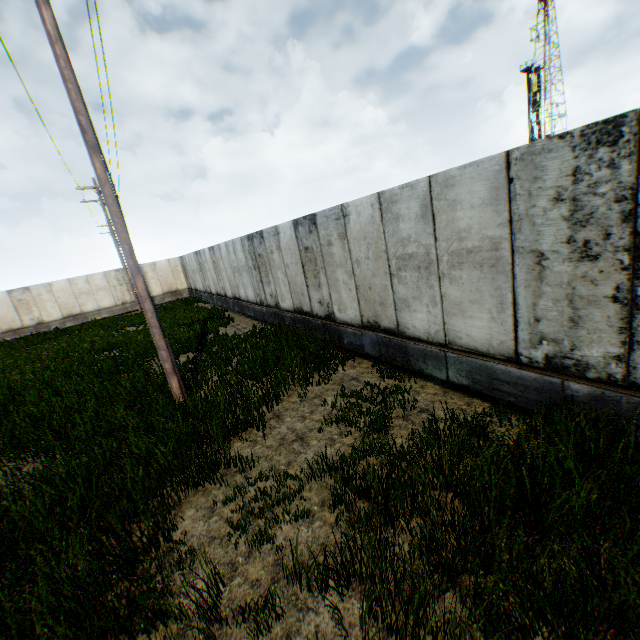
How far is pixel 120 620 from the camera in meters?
3.0
